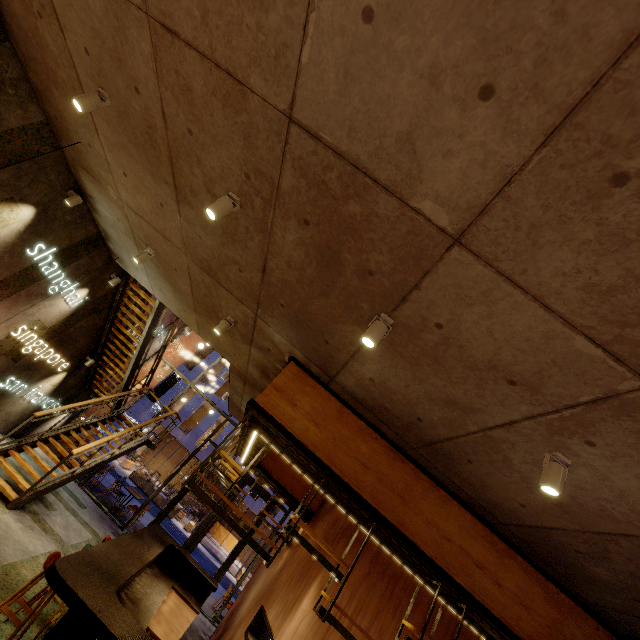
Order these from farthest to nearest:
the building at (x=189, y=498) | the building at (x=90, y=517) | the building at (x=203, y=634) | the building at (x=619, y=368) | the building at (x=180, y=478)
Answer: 1. the building at (x=180, y=478)
2. the building at (x=189, y=498)
3. the building at (x=203, y=634)
4. the building at (x=90, y=517)
5. the building at (x=619, y=368)

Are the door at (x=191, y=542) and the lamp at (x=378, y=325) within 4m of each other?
no

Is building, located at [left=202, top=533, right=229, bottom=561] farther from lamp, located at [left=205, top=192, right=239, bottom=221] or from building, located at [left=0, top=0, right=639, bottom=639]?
lamp, located at [left=205, top=192, right=239, bottom=221]

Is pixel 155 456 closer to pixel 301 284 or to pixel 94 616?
pixel 94 616

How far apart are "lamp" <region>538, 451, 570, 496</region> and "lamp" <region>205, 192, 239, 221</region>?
3.78m

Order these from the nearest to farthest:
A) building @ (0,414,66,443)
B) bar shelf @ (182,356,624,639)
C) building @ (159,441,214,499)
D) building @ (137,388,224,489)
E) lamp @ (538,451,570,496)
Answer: lamp @ (538,451,570,496)
bar shelf @ (182,356,624,639)
building @ (0,414,66,443)
building @ (159,441,214,499)
building @ (137,388,224,489)

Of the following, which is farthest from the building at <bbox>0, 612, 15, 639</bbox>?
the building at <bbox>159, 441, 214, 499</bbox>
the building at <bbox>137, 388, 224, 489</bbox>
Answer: the building at <bbox>159, 441, 214, 499</bbox>

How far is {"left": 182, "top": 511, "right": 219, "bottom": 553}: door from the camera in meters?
10.4 m
